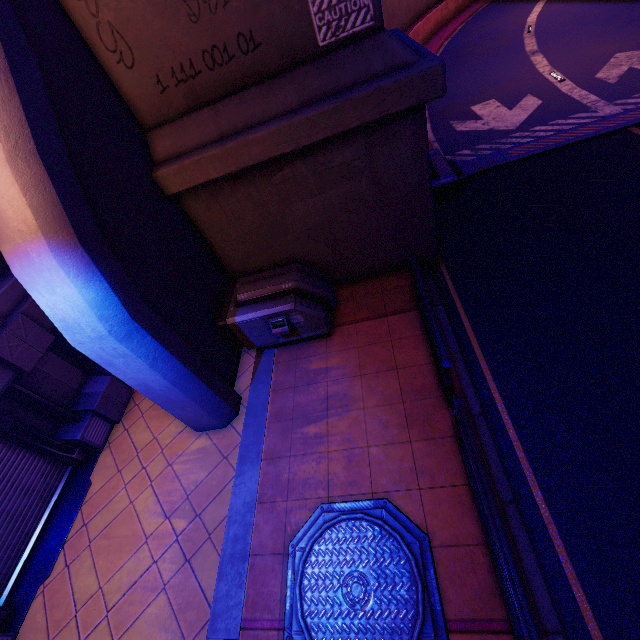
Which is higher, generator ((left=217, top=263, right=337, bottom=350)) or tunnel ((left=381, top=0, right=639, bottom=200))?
generator ((left=217, top=263, right=337, bottom=350))

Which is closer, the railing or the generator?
the railing

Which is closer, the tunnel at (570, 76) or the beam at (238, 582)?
the beam at (238, 582)

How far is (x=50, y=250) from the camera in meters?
3.9

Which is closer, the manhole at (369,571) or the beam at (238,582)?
the manhole at (369,571)

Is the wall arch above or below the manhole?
above

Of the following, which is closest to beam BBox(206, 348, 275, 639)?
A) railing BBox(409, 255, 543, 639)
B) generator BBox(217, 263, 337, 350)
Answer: generator BBox(217, 263, 337, 350)

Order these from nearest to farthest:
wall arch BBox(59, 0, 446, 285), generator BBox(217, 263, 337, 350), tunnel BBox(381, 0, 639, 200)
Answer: wall arch BBox(59, 0, 446, 285)
generator BBox(217, 263, 337, 350)
tunnel BBox(381, 0, 639, 200)
